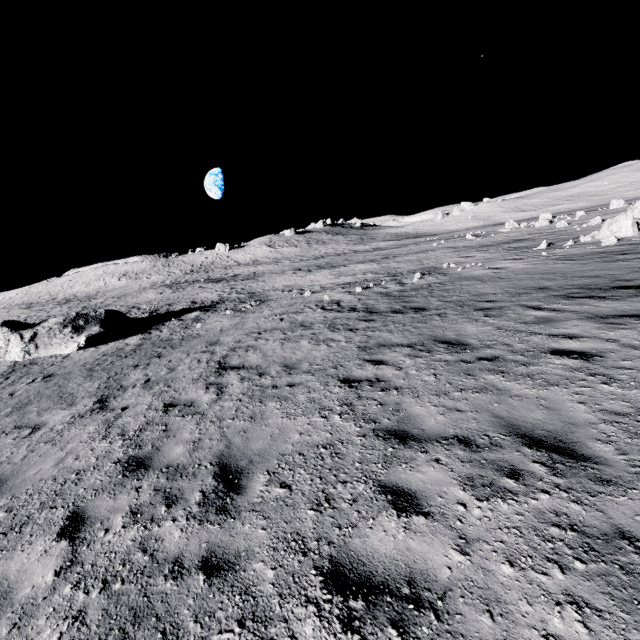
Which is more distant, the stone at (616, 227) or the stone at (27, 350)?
the stone at (616, 227)

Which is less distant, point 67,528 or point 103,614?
point 103,614

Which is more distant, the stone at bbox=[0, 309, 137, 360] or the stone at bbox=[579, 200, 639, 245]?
the stone at bbox=[579, 200, 639, 245]
